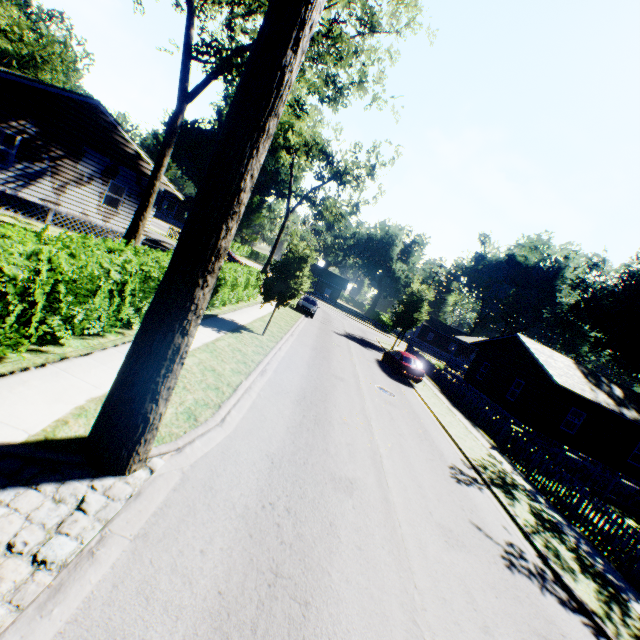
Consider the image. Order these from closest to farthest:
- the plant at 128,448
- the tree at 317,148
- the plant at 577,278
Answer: the plant at 128,448, the tree at 317,148, the plant at 577,278

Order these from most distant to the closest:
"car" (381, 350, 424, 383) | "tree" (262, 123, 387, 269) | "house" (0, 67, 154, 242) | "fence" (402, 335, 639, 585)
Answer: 1. "tree" (262, 123, 387, 269)
2. "car" (381, 350, 424, 383)
3. "house" (0, 67, 154, 242)
4. "fence" (402, 335, 639, 585)

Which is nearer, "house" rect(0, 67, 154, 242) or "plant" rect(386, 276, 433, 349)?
"house" rect(0, 67, 154, 242)

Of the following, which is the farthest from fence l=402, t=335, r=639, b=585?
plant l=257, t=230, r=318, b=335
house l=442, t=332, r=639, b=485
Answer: plant l=257, t=230, r=318, b=335

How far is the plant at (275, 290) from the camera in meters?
14.9 m

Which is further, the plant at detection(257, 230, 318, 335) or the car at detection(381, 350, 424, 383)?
the car at detection(381, 350, 424, 383)

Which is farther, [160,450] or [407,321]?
[407,321]

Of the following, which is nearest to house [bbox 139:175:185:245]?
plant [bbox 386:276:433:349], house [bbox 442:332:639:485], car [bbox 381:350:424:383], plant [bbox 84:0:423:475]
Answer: plant [bbox 84:0:423:475]
